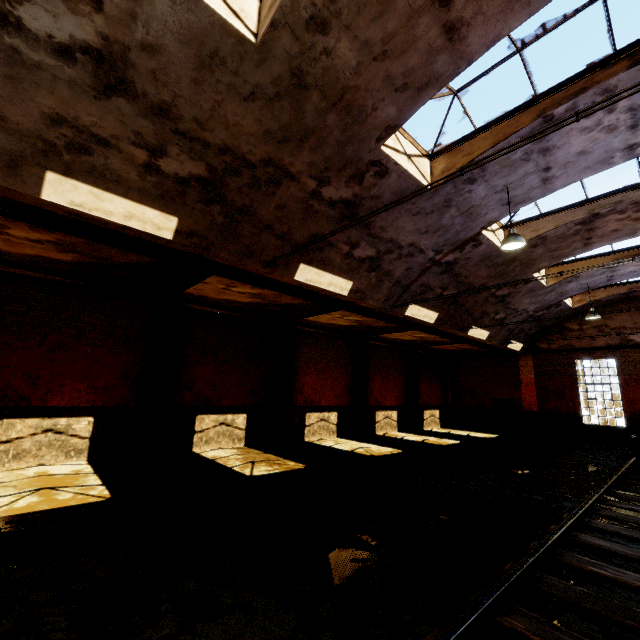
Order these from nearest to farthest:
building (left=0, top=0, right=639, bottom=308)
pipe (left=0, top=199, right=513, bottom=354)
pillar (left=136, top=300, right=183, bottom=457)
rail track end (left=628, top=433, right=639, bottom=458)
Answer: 1. building (left=0, top=0, right=639, bottom=308)
2. pipe (left=0, top=199, right=513, bottom=354)
3. pillar (left=136, top=300, right=183, bottom=457)
4. rail track end (left=628, top=433, right=639, bottom=458)

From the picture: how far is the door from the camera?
20.3 meters

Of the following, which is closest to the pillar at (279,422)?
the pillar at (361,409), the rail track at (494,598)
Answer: the pillar at (361,409)

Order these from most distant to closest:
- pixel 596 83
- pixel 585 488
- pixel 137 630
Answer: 1. pixel 585 488
2. pixel 596 83
3. pixel 137 630

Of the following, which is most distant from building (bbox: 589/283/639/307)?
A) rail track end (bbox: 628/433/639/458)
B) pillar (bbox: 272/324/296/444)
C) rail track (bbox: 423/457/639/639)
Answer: rail track end (bbox: 628/433/639/458)

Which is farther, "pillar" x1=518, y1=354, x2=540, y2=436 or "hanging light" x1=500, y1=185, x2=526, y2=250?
"pillar" x1=518, y1=354, x2=540, y2=436

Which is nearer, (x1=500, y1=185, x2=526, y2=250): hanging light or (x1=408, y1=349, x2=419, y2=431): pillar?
(x1=500, y1=185, x2=526, y2=250): hanging light

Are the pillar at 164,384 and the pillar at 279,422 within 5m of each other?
yes
